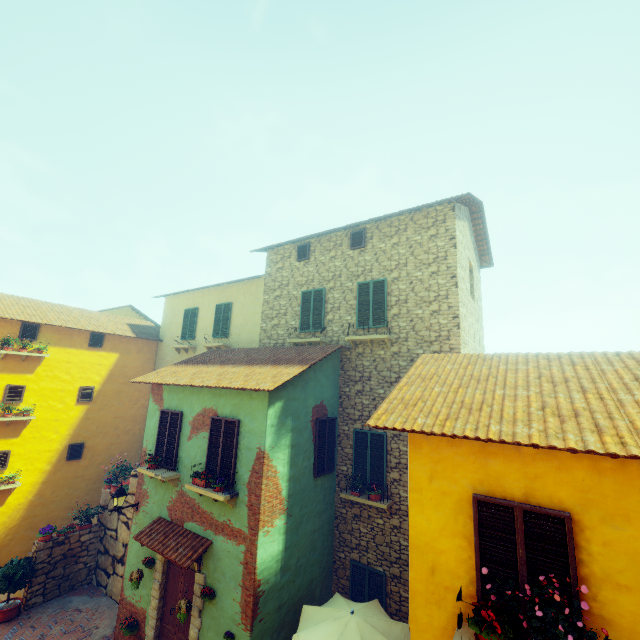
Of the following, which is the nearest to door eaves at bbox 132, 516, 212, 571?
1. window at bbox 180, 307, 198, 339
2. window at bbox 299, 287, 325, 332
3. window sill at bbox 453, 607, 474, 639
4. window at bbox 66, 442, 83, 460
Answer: window sill at bbox 453, 607, 474, 639

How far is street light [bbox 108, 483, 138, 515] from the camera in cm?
966

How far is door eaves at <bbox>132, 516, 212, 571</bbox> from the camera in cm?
789

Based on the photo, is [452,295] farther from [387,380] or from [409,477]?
[409,477]

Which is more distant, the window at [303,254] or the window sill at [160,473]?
the window at [303,254]

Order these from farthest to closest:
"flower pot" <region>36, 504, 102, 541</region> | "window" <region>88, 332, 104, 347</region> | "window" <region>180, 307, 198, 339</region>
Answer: "window" <region>180, 307, 198, 339</region>, "window" <region>88, 332, 104, 347</region>, "flower pot" <region>36, 504, 102, 541</region>

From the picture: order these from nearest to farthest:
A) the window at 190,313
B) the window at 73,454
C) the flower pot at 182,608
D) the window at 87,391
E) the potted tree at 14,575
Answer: the flower pot at 182,608 → the potted tree at 14,575 → the window at 73,454 → the window at 87,391 → the window at 190,313

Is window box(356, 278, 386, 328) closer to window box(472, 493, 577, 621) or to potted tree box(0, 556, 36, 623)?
window box(472, 493, 577, 621)
